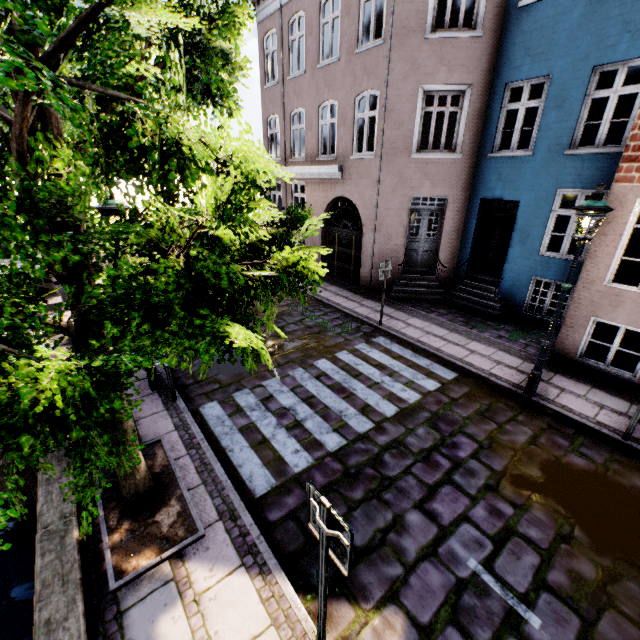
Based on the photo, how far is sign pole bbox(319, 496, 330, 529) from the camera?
2.22m

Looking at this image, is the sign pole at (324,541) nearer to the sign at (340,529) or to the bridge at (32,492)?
the sign at (340,529)

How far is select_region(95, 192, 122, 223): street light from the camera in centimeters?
500cm

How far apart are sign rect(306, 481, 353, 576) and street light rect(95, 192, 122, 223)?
5.0m

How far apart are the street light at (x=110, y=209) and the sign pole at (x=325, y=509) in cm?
510

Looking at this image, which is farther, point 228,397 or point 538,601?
point 228,397

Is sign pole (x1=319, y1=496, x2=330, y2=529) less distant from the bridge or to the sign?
the sign

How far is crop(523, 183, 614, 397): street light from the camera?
5.0 meters
